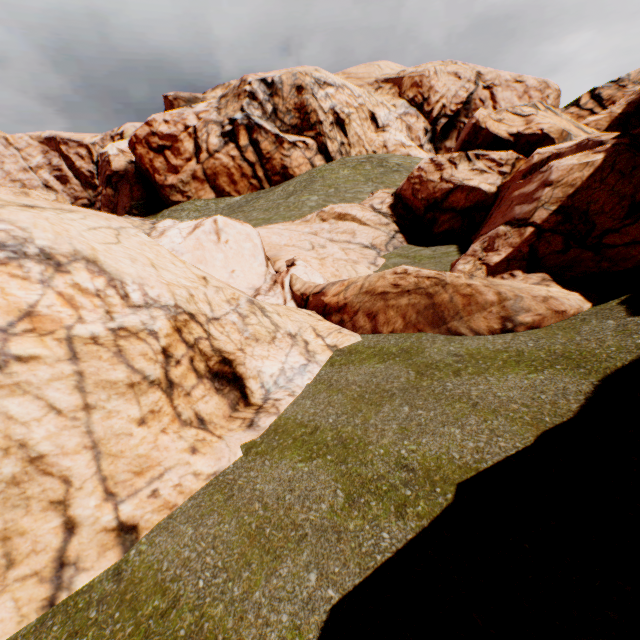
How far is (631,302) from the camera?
6.4m
